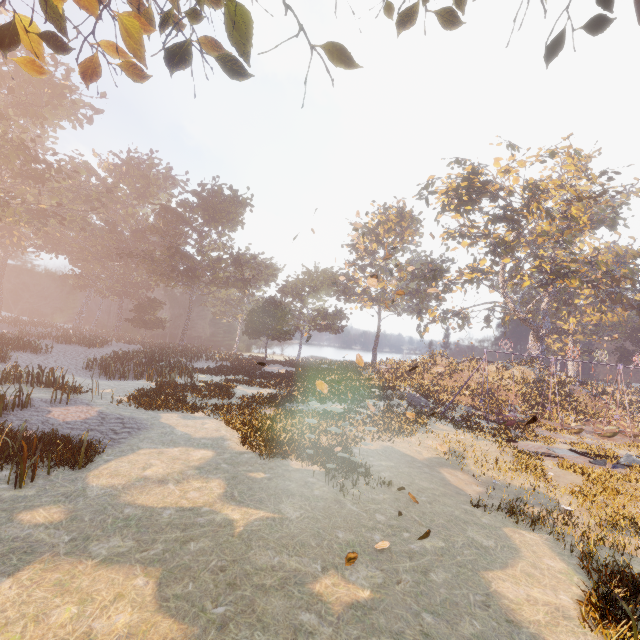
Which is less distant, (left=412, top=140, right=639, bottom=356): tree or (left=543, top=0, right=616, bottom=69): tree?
(left=543, top=0, right=616, bottom=69): tree

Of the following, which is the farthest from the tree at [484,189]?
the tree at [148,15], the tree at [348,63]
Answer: the tree at [348,63]

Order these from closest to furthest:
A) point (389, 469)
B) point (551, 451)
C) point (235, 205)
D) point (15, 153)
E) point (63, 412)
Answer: point (389, 469), point (63, 412), point (551, 451), point (15, 153), point (235, 205)

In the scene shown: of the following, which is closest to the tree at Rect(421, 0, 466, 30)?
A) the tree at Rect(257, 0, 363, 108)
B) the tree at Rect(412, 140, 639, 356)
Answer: the tree at Rect(257, 0, 363, 108)

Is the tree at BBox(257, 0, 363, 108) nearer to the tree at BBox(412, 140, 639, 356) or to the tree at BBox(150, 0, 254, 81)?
the tree at BBox(150, 0, 254, 81)

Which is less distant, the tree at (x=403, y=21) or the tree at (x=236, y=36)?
the tree at (x=236, y=36)

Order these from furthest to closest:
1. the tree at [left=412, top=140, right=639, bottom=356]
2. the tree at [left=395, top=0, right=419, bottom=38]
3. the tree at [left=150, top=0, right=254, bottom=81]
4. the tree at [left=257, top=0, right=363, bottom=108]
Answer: the tree at [left=412, top=140, right=639, bottom=356]
the tree at [left=395, top=0, right=419, bottom=38]
the tree at [left=257, top=0, right=363, bottom=108]
the tree at [left=150, top=0, right=254, bottom=81]
